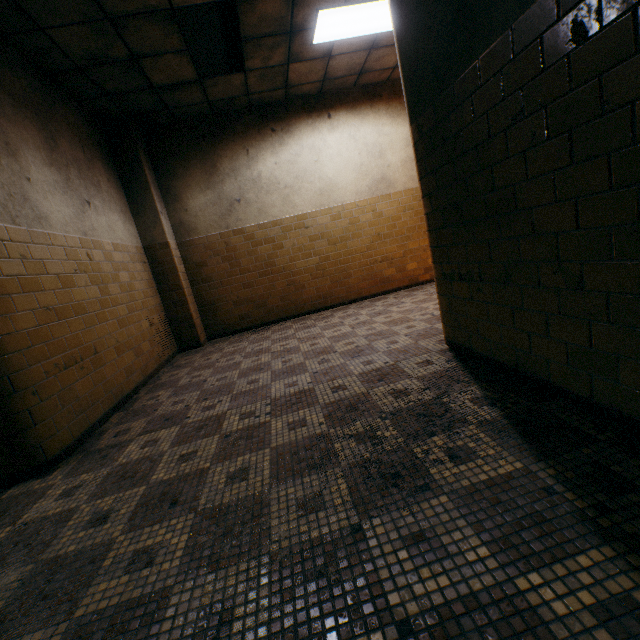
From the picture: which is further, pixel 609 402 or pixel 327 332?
pixel 327 332

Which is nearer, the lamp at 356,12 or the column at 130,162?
the lamp at 356,12

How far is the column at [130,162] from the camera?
5.3 meters

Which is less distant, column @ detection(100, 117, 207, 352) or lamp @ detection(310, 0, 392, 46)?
lamp @ detection(310, 0, 392, 46)

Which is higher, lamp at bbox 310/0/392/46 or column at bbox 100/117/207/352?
lamp at bbox 310/0/392/46

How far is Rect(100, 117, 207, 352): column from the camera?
5.3m
